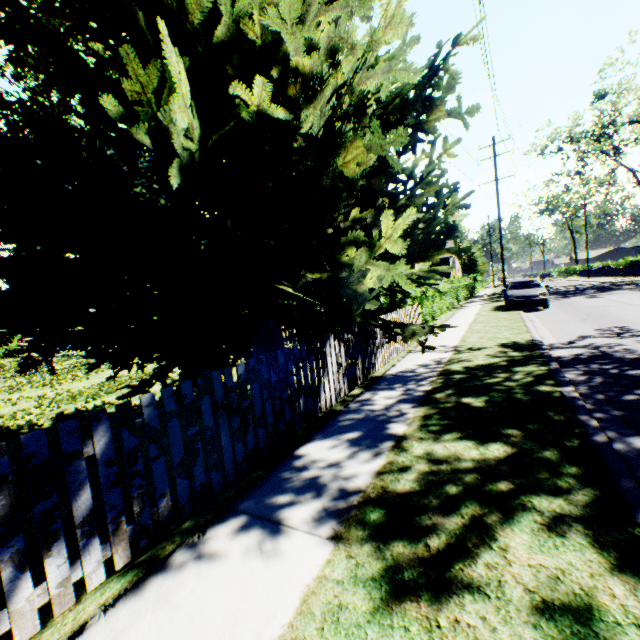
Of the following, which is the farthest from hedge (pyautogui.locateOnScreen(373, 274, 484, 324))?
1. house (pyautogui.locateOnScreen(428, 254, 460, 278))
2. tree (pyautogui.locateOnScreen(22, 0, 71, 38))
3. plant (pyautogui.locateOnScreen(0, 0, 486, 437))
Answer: tree (pyautogui.locateOnScreen(22, 0, 71, 38))

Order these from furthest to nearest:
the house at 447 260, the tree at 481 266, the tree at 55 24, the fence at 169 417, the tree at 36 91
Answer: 1. the tree at 481 266
2. the house at 447 260
3. the tree at 36 91
4. the tree at 55 24
5. the fence at 169 417

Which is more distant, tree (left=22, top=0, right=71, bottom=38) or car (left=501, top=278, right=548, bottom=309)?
car (left=501, top=278, right=548, bottom=309)

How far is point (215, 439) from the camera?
3.3m

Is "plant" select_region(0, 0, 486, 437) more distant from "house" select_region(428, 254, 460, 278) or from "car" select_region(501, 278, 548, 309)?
"car" select_region(501, 278, 548, 309)

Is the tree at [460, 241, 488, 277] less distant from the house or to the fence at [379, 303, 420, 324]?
the house

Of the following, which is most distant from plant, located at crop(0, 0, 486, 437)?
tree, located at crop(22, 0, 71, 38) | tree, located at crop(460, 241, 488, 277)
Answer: tree, located at crop(460, 241, 488, 277)

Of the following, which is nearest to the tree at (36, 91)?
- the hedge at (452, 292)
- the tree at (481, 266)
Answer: the hedge at (452, 292)
